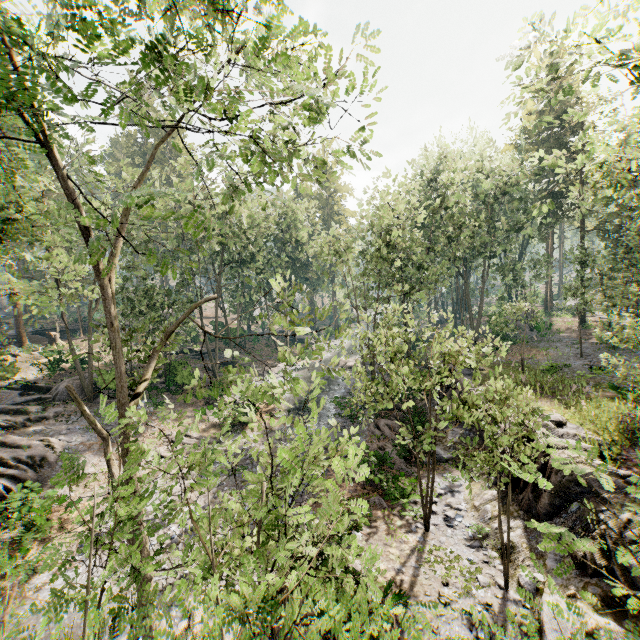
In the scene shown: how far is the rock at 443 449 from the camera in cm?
1746

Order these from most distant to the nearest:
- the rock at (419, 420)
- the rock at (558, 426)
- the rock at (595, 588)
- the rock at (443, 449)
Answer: the rock at (419, 420), the rock at (443, 449), the rock at (558, 426), the rock at (595, 588)

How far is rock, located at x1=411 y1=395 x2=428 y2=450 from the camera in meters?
18.7

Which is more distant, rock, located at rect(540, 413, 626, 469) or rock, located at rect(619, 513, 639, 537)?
rock, located at rect(540, 413, 626, 469)

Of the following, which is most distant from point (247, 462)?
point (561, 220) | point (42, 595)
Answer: point (561, 220)

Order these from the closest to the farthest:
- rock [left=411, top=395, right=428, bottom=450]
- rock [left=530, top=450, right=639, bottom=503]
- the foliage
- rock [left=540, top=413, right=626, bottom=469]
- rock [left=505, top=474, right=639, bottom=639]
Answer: the foliage → rock [left=505, top=474, right=639, bottom=639] → rock [left=530, top=450, right=639, bottom=503] → rock [left=540, top=413, right=626, bottom=469] → rock [left=411, top=395, right=428, bottom=450]
